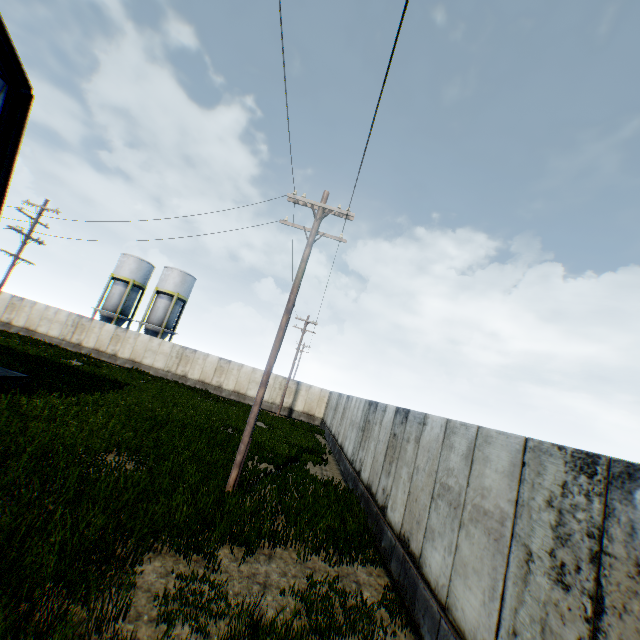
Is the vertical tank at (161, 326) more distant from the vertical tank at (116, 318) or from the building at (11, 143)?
the building at (11, 143)

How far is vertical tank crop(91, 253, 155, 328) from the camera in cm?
3925

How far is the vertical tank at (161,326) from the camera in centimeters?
3928cm

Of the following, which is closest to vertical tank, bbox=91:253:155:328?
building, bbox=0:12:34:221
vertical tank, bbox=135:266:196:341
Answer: vertical tank, bbox=135:266:196:341

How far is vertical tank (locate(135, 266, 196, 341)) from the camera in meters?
39.3 m

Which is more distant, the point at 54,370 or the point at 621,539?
the point at 54,370

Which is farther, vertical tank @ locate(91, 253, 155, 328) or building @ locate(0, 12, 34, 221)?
vertical tank @ locate(91, 253, 155, 328)

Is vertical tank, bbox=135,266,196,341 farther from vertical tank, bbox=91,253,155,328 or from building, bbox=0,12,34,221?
building, bbox=0,12,34,221
